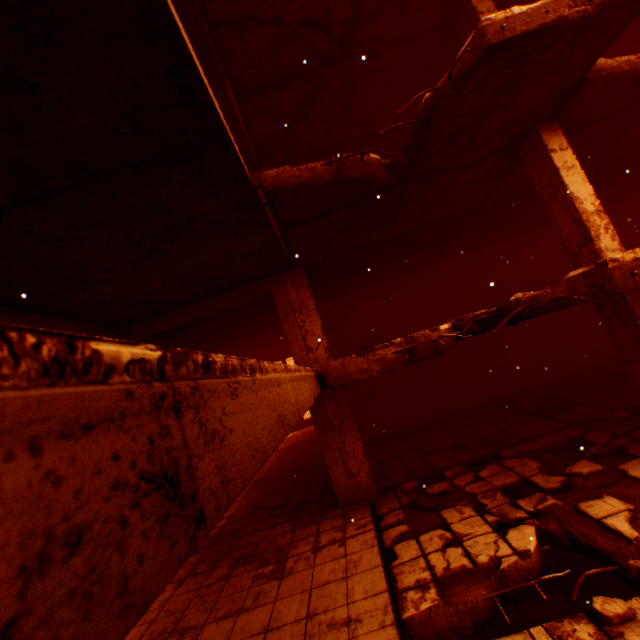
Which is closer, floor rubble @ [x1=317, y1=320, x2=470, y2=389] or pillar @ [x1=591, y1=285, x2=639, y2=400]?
floor rubble @ [x1=317, y1=320, x2=470, y2=389]

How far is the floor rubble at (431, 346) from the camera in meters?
4.2

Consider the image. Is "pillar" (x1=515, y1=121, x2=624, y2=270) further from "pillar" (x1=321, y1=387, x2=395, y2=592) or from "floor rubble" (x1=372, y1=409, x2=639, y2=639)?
"pillar" (x1=321, y1=387, x2=395, y2=592)

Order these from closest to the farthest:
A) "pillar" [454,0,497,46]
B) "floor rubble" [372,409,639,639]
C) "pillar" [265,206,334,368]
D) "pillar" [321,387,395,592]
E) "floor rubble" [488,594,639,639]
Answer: "floor rubble" [488,594,639,639]
"floor rubble" [372,409,639,639]
"pillar" [454,0,497,46]
"pillar" [321,387,395,592]
"pillar" [265,206,334,368]

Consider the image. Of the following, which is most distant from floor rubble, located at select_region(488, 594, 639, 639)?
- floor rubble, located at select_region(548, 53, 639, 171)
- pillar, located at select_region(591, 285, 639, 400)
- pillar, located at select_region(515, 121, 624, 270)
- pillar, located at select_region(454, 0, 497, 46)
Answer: pillar, located at select_region(454, 0, 497, 46)

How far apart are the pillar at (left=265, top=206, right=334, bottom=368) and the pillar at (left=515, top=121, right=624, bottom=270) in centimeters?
499cm

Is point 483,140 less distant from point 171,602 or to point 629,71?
point 629,71

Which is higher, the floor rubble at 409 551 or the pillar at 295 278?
the pillar at 295 278
